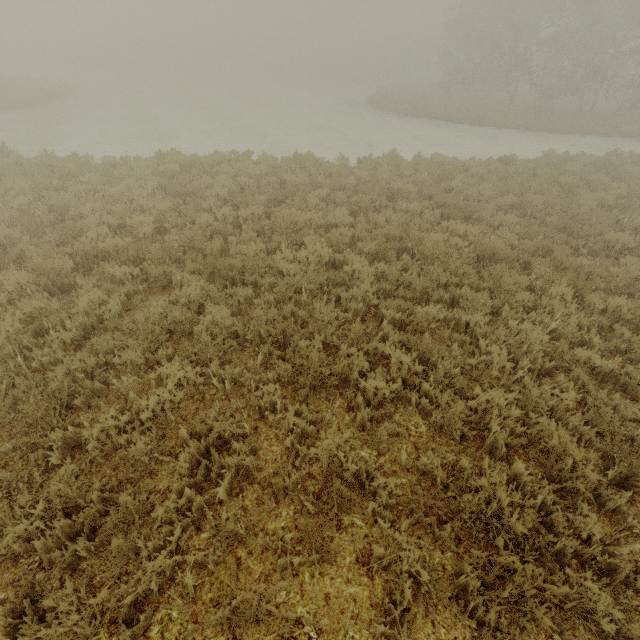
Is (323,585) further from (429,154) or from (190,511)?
(429,154)
